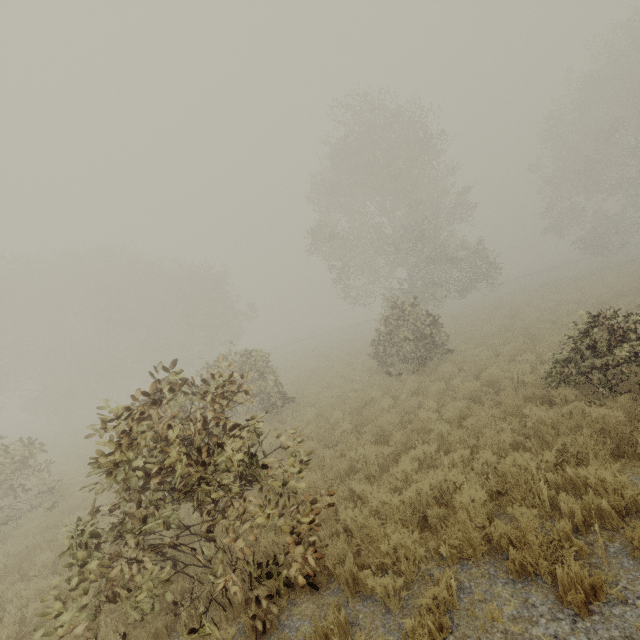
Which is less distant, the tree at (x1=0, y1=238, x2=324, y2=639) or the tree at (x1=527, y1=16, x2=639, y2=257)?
the tree at (x1=0, y1=238, x2=324, y2=639)

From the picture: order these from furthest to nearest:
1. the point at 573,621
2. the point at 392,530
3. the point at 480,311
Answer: the point at 480,311
the point at 392,530
the point at 573,621

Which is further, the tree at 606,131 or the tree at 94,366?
the tree at 606,131
